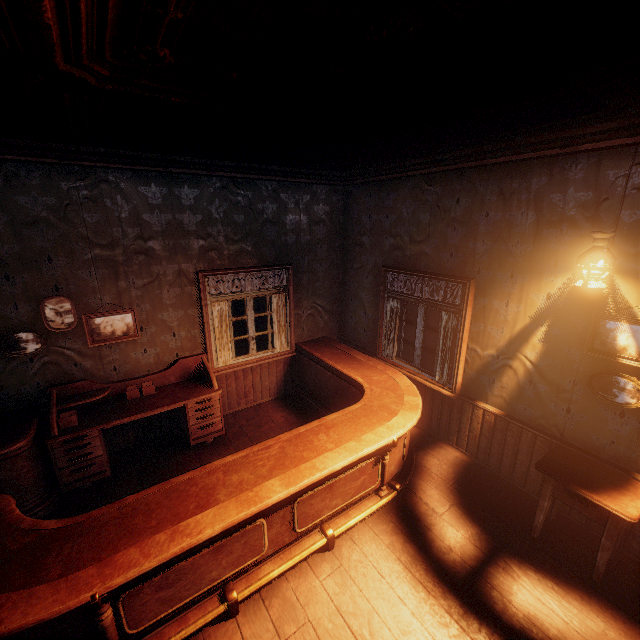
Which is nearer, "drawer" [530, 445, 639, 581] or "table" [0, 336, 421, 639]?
"table" [0, 336, 421, 639]

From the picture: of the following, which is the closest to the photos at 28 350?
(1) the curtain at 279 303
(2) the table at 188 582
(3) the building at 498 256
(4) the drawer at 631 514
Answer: (3) the building at 498 256

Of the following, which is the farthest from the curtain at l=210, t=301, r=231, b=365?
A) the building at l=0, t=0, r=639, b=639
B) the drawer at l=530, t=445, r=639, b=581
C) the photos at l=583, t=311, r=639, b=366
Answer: the drawer at l=530, t=445, r=639, b=581

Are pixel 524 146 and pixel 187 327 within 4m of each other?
no

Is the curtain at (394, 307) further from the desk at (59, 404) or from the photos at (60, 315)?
the photos at (60, 315)

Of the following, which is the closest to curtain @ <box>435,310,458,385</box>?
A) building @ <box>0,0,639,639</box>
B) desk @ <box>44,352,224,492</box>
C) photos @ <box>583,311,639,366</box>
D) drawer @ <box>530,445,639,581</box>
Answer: building @ <box>0,0,639,639</box>

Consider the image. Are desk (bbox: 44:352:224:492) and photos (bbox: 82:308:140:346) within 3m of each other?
yes

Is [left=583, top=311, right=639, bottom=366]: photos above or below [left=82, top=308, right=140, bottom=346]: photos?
above
